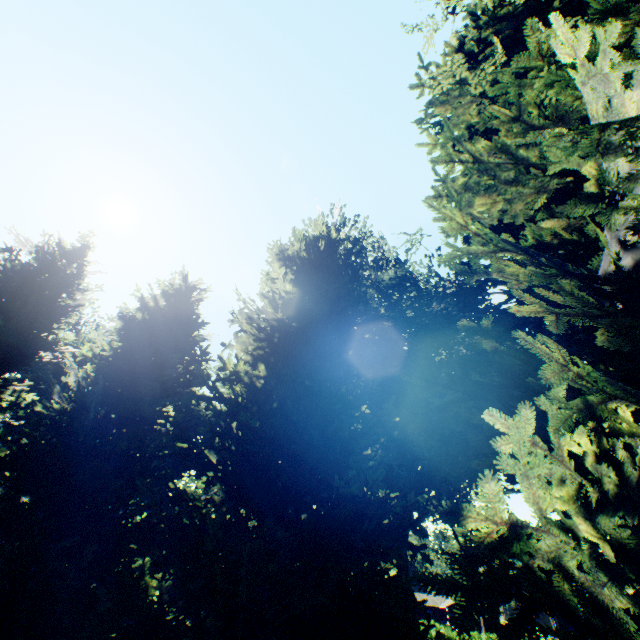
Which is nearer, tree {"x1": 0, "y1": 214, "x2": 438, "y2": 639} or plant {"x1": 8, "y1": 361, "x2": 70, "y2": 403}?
tree {"x1": 0, "y1": 214, "x2": 438, "y2": 639}

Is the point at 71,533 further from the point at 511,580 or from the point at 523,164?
the point at 523,164

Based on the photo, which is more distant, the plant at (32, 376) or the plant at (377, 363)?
the plant at (32, 376)

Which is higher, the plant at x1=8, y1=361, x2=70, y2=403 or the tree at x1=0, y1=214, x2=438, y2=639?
the plant at x1=8, y1=361, x2=70, y2=403

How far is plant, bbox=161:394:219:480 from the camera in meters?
30.7 m

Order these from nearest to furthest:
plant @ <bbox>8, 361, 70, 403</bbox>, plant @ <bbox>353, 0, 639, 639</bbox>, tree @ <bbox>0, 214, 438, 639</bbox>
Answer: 1. plant @ <bbox>353, 0, 639, 639</bbox>
2. tree @ <bbox>0, 214, 438, 639</bbox>
3. plant @ <bbox>8, 361, 70, 403</bbox>
